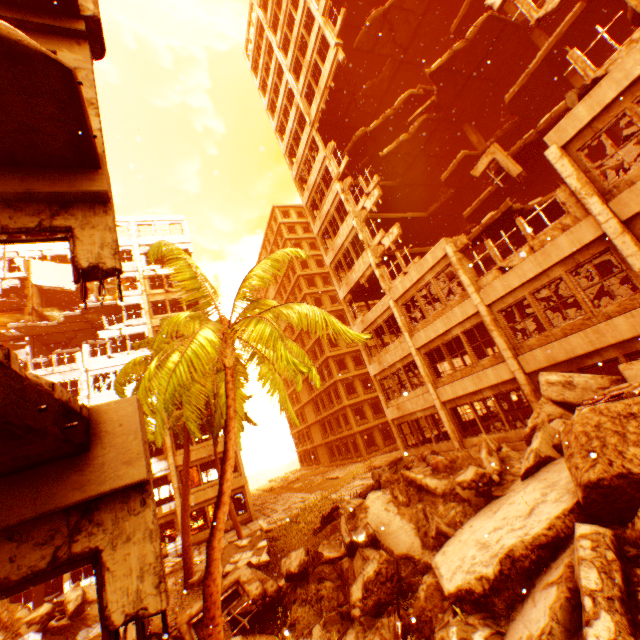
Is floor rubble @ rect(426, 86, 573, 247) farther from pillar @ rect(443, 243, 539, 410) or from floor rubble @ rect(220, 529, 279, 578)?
floor rubble @ rect(220, 529, 279, 578)

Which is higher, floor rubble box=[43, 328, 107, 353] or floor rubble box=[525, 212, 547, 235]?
floor rubble box=[43, 328, 107, 353]

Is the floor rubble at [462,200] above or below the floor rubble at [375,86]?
below

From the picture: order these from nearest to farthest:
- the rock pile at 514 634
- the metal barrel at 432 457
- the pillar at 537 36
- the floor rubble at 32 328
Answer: the rock pile at 514 634 < the metal barrel at 432 457 < the pillar at 537 36 < the floor rubble at 32 328

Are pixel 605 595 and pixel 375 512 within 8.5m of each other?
yes

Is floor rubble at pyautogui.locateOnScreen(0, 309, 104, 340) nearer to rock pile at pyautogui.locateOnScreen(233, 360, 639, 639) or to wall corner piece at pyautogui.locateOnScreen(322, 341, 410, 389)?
wall corner piece at pyautogui.locateOnScreen(322, 341, 410, 389)

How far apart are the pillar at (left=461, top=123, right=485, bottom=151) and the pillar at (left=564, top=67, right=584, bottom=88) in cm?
463

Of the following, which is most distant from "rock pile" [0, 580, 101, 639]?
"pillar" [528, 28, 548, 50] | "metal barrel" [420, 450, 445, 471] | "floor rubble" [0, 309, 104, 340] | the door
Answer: "pillar" [528, 28, 548, 50]
